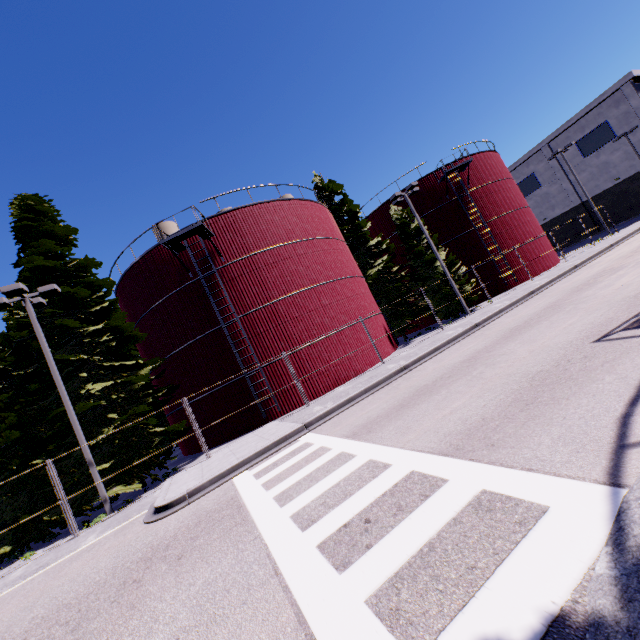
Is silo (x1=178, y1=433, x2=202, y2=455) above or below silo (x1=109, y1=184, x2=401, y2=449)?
below

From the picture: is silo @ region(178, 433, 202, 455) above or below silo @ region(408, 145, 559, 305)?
below

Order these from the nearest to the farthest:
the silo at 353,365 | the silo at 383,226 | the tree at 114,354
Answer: the tree at 114,354 → the silo at 353,365 → the silo at 383,226

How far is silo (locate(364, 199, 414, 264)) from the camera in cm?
2998

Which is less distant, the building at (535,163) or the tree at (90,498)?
the tree at (90,498)

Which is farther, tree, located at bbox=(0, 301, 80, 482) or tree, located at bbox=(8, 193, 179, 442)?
tree, located at bbox=(8, 193, 179, 442)

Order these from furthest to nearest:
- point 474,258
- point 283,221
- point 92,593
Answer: point 474,258 < point 283,221 < point 92,593

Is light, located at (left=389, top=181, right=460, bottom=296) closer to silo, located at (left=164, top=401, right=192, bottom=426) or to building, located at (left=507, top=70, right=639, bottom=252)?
silo, located at (left=164, top=401, right=192, bottom=426)
